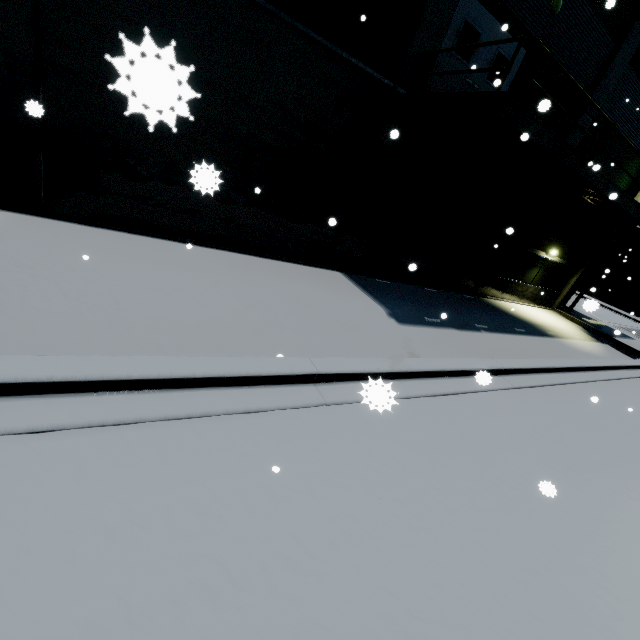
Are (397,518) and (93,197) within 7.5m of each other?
no

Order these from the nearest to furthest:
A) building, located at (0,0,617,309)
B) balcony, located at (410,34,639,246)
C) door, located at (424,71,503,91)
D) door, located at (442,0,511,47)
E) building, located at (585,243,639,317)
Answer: building, located at (0,0,617,309), balcony, located at (410,34,639,246), door, located at (442,0,511,47), door, located at (424,71,503,91), building, located at (585,243,639,317)

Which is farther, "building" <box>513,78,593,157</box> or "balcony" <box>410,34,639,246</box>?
"building" <box>513,78,593,157</box>

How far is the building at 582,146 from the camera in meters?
10.1 m

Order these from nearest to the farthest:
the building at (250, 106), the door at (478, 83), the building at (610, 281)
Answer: the building at (250, 106) < the door at (478, 83) < the building at (610, 281)

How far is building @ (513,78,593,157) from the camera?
10.1m
